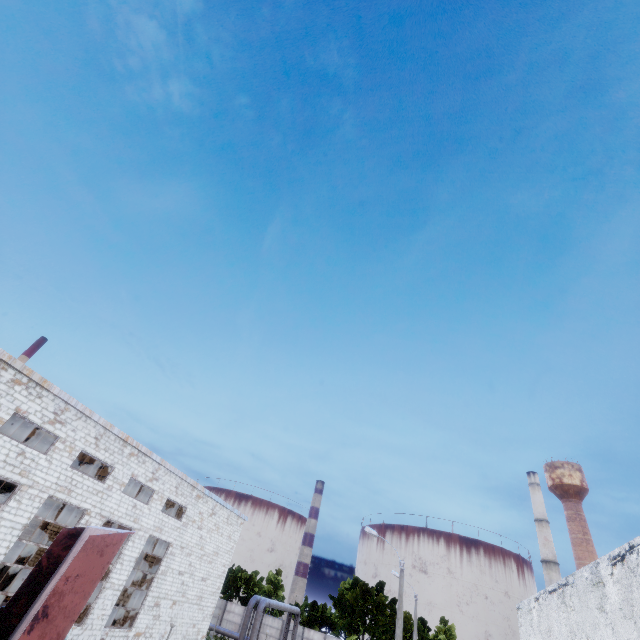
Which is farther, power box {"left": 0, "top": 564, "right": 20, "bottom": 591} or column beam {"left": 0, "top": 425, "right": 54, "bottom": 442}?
power box {"left": 0, "top": 564, "right": 20, "bottom": 591}

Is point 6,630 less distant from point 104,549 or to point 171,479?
point 104,549

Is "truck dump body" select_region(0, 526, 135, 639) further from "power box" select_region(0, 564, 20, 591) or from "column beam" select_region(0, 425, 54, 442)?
"power box" select_region(0, 564, 20, 591)

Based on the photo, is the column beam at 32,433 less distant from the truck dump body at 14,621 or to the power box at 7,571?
the power box at 7,571

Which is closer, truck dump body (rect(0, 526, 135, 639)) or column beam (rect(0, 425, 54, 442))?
truck dump body (rect(0, 526, 135, 639))

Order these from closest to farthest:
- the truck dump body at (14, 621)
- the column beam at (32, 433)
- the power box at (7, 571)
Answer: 1. the truck dump body at (14, 621)
2. the column beam at (32, 433)
3. the power box at (7, 571)

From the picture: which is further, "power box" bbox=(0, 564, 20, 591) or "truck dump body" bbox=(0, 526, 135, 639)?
"power box" bbox=(0, 564, 20, 591)
